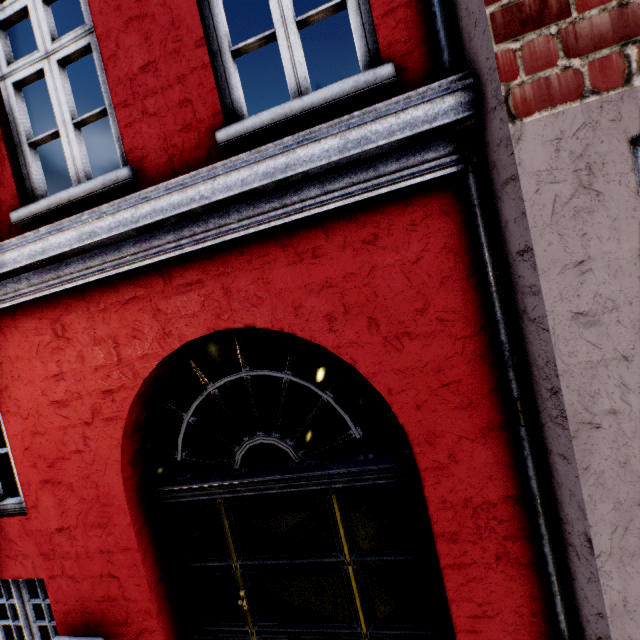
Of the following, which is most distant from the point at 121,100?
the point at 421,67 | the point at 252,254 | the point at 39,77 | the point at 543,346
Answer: the point at 543,346
